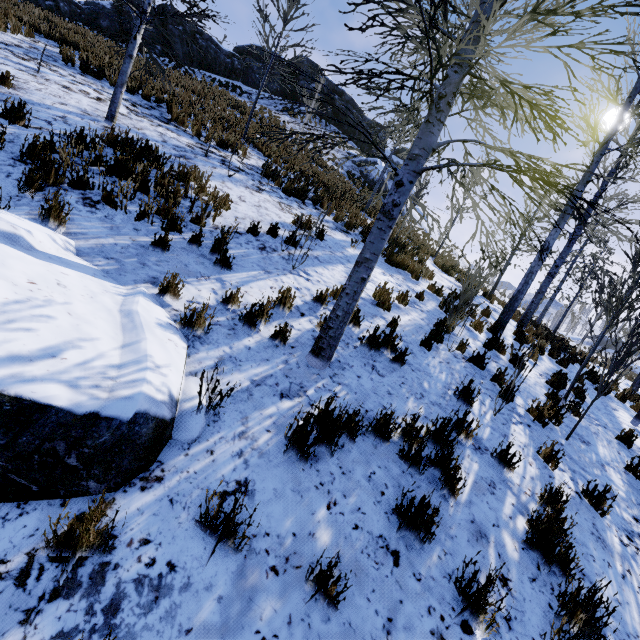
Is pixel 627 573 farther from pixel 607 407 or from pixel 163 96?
pixel 163 96

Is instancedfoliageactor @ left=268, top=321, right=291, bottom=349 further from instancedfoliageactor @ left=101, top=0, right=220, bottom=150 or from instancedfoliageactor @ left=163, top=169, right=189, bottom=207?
instancedfoliageactor @ left=101, top=0, right=220, bottom=150

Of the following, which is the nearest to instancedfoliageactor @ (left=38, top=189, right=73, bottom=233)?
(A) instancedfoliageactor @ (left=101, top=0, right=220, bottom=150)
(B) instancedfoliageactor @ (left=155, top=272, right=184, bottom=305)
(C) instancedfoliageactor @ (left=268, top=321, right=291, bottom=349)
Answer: (B) instancedfoliageactor @ (left=155, top=272, right=184, bottom=305)

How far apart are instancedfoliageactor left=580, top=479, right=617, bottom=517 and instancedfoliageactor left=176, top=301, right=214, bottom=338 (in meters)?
4.93

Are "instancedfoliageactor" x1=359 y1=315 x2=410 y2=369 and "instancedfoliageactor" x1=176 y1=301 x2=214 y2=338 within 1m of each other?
no

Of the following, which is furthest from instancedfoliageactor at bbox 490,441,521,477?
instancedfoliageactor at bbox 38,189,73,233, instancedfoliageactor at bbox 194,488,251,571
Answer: instancedfoliageactor at bbox 38,189,73,233

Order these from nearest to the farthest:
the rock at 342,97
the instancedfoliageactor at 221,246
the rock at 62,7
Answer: the instancedfoliageactor at 221,246 → the rock at 62,7 → the rock at 342,97

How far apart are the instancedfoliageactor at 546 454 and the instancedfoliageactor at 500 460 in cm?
80
